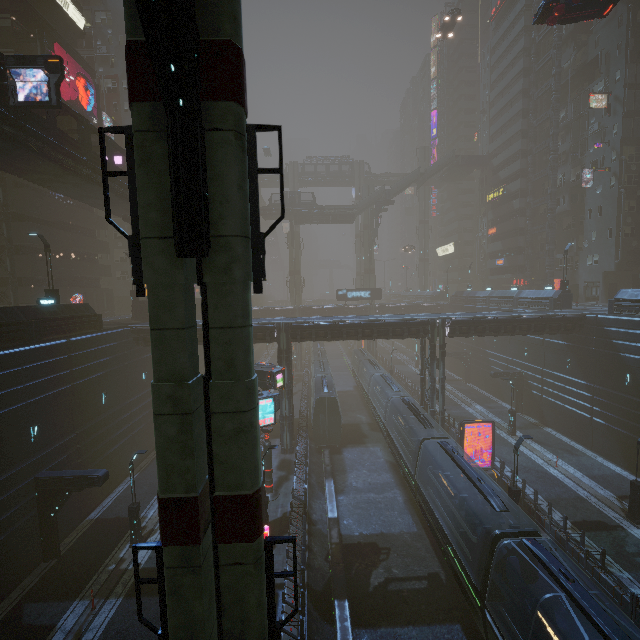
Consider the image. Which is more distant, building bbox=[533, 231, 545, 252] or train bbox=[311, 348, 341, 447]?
building bbox=[533, 231, 545, 252]

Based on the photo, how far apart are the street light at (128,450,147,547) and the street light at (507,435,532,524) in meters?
21.5

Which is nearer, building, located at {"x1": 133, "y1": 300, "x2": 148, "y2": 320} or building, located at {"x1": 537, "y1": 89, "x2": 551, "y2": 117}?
building, located at {"x1": 133, "y1": 300, "x2": 148, "y2": 320}

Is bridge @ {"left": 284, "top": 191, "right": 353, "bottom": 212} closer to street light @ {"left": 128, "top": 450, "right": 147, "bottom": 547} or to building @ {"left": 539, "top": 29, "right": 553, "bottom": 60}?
building @ {"left": 539, "top": 29, "right": 553, "bottom": 60}

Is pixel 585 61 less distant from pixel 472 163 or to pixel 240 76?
pixel 472 163

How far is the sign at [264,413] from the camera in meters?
15.9 m

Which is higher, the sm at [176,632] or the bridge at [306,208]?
the bridge at [306,208]

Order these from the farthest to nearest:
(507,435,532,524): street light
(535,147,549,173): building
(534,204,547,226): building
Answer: (534,204,547,226): building < (535,147,549,173): building < (507,435,532,524): street light
